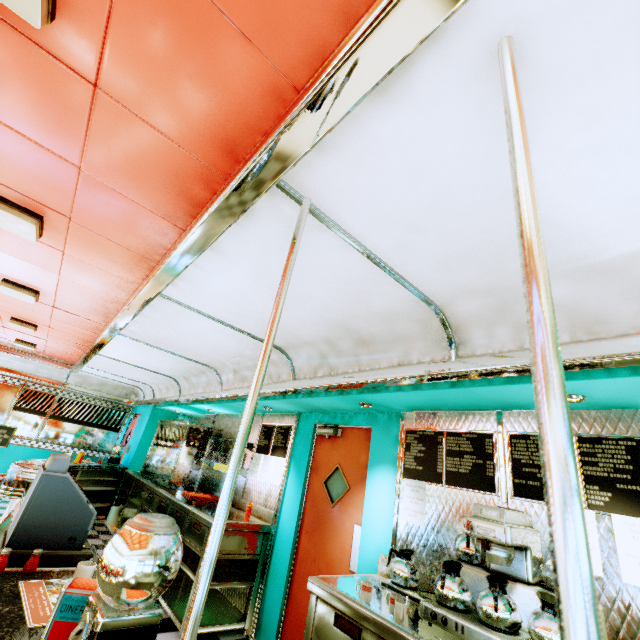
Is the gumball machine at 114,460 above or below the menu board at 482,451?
below

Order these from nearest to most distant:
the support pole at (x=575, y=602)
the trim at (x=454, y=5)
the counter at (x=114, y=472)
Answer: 1. the support pole at (x=575, y=602)
2. the trim at (x=454, y=5)
3. the counter at (x=114, y=472)

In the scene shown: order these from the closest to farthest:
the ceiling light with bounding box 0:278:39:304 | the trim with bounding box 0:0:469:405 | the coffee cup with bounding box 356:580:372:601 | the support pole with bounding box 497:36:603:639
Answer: the support pole with bounding box 497:36:603:639
the trim with bounding box 0:0:469:405
the coffee cup with bounding box 356:580:372:601
the ceiling light with bounding box 0:278:39:304

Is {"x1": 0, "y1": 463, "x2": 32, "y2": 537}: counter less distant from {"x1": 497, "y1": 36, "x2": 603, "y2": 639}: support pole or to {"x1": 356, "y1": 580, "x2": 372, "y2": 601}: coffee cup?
{"x1": 497, "y1": 36, "x2": 603, "y2": 639}: support pole

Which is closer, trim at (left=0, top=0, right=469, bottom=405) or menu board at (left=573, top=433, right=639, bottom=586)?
trim at (left=0, top=0, right=469, bottom=405)

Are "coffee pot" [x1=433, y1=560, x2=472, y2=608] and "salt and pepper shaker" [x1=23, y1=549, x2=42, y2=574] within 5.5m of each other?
yes

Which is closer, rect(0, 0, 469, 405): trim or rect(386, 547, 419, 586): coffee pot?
rect(0, 0, 469, 405): trim

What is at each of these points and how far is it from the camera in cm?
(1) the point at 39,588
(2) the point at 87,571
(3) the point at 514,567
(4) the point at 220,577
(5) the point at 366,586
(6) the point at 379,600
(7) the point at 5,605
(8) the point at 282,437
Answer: (1) placemat, 152
(2) coffee cup, 160
(3) coffee machine, 206
(4) kitchen counter, 393
(5) coffee cup, 224
(6) kitchen counter, 229
(7) counter, 134
(8) menu board, 496
